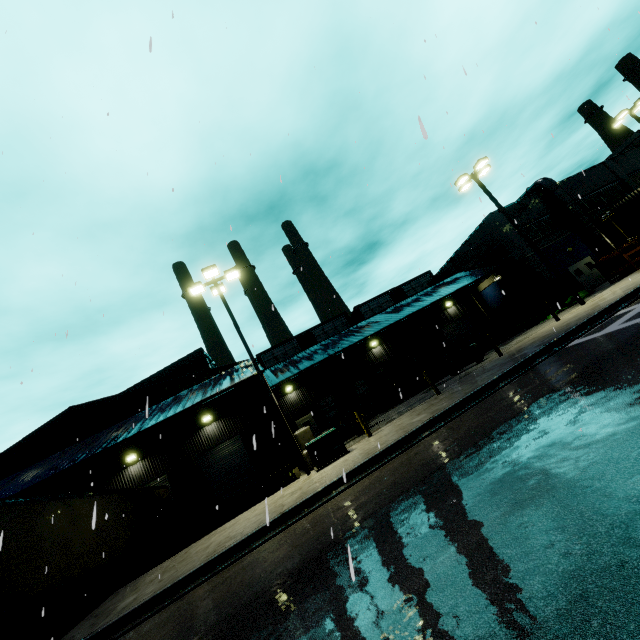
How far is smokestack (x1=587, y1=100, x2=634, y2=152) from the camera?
57.1 meters

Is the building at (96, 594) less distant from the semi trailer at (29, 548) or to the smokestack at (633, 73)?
the semi trailer at (29, 548)

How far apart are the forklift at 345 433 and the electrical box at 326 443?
3.83m

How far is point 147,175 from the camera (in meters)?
9.53

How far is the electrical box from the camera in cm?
1236

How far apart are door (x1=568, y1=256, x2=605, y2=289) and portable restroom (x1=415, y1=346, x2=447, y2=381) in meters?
13.7 m

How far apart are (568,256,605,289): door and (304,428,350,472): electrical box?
26.7 meters

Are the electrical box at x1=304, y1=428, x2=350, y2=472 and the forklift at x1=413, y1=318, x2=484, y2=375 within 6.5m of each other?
no
